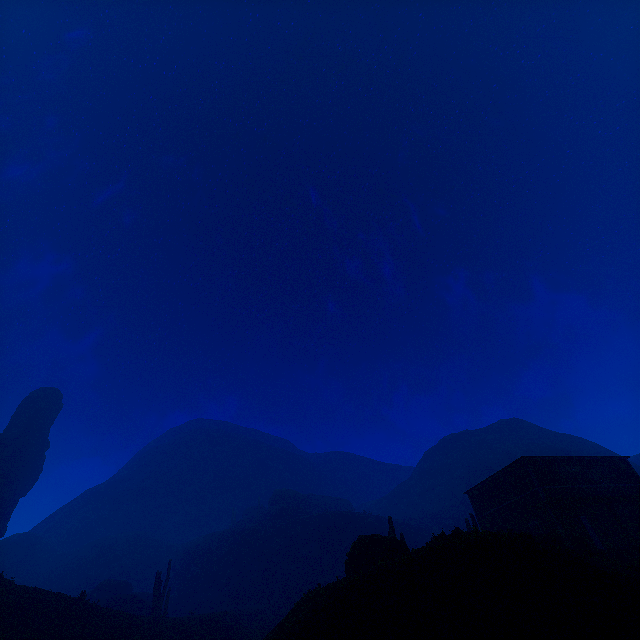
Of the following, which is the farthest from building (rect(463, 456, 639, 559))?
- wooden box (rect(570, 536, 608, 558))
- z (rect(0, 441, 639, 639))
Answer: wooden box (rect(570, 536, 608, 558))

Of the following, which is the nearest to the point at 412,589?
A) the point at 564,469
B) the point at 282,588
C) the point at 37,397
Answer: the point at 564,469

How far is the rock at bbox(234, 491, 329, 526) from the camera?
53.78m

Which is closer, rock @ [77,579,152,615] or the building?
the building

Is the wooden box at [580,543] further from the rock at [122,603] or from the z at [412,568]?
the rock at [122,603]

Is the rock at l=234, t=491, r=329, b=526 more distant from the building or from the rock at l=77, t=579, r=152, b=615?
the rock at l=77, t=579, r=152, b=615

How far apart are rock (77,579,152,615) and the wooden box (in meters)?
42.17

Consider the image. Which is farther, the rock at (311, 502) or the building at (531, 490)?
the rock at (311, 502)
